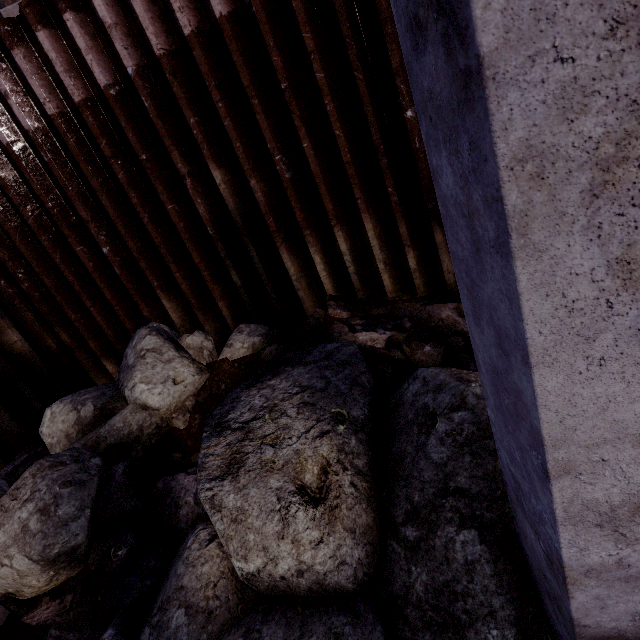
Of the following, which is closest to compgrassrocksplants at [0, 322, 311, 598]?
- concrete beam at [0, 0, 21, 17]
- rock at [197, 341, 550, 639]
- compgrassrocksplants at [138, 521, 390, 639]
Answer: rock at [197, 341, 550, 639]

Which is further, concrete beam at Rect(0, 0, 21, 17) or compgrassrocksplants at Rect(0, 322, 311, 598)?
concrete beam at Rect(0, 0, 21, 17)

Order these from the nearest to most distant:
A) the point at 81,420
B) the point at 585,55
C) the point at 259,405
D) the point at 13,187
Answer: the point at 585,55 → the point at 259,405 → the point at 81,420 → the point at 13,187

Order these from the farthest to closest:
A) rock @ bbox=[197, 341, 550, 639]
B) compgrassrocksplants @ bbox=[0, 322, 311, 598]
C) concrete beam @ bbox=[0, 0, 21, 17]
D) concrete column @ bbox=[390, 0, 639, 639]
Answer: concrete beam @ bbox=[0, 0, 21, 17] < compgrassrocksplants @ bbox=[0, 322, 311, 598] < rock @ bbox=[197, 341, 550, 639] < concrete column @ bbox=[390, 0, 639, 639]

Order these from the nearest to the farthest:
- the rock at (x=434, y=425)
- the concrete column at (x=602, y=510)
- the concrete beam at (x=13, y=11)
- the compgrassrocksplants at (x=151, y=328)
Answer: the concrete column at (x=602, y=510)
the rock at (x=434, y=425)
the compgrassrocksplants at (x=151, y=328)
the concrete beam at (x=13, y=11)

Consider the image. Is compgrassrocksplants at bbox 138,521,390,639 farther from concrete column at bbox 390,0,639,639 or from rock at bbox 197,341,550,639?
concrete column at bbox 390,0,639,639

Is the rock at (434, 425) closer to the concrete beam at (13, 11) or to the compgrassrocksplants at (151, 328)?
the compgrassrocksplants at (151, 328)

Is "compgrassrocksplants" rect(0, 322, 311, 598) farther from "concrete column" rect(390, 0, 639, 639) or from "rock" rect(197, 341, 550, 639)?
"concrete column" rect(390, 0, 639, 639)
